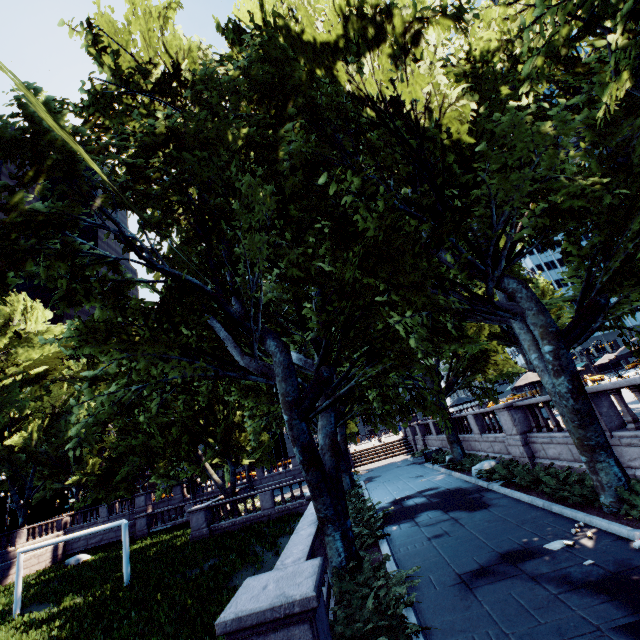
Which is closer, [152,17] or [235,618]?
[235,618]

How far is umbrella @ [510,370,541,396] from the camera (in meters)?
20.97

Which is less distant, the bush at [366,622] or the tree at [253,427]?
the bush at [366,622]

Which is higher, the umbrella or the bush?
the umbrella

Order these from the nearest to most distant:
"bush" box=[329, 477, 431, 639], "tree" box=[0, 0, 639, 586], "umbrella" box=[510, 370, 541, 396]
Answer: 1. "bush" box=[329, 477, 431, 639]
2. "tree" box=[0, 0, 639, 586]
3. "umbrella" box=[510, 370, 541, 396]

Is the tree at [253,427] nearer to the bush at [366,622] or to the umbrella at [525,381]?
the bush at [366,622]

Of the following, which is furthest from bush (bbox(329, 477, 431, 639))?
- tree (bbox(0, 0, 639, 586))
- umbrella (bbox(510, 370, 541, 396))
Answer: umbrella (bbox(510, 370, 541, 396))

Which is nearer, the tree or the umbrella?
the tree
